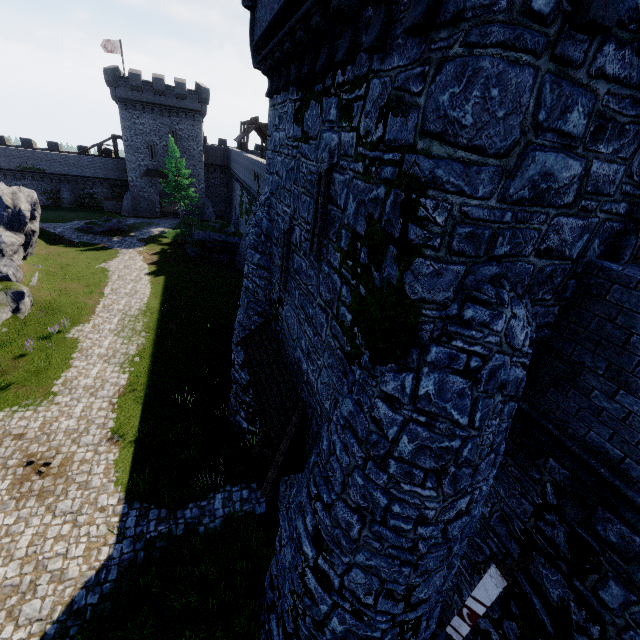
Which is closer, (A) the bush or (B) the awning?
(B) the awning

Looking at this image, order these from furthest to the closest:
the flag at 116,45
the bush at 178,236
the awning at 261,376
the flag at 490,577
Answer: the flag at 116,45, the bush at 178,236, the awning at 261,376, the flag at 490,577

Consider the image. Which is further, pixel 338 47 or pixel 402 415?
pixel 338 47

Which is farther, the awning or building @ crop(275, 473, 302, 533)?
building @ crop(275, 473, 302, 533)

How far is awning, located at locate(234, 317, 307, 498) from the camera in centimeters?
739cm

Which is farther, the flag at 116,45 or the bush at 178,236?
the flag at 116,45

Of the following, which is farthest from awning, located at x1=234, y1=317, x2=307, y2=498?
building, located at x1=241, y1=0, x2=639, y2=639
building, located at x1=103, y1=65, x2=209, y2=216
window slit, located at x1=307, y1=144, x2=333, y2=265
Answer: building, located at x1=103, y1=65, x2=209, y2=216

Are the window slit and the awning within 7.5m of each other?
yes
